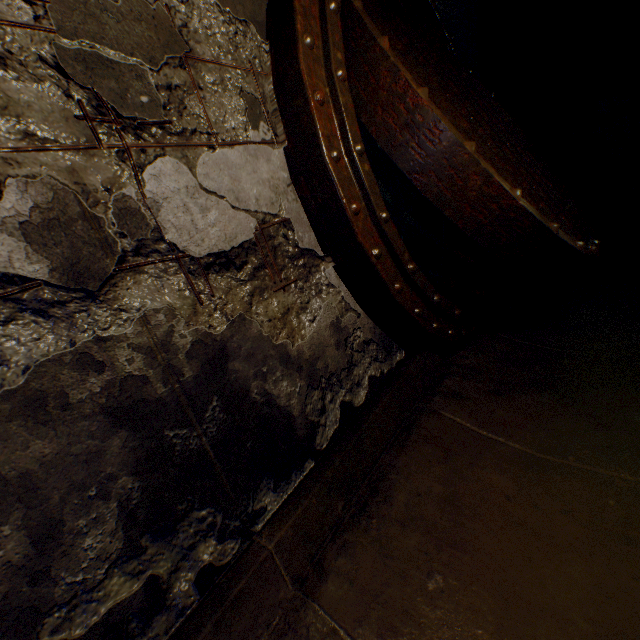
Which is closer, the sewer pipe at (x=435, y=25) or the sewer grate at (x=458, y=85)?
the sewer grate at (x=458, y=85)

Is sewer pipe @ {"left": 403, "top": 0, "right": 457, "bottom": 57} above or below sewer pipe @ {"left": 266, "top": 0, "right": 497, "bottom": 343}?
above

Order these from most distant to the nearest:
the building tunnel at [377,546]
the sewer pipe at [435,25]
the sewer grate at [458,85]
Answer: the sewer pipe at [435,25]
the sewer grate at [458,85]
the building tunnel at [377,546]

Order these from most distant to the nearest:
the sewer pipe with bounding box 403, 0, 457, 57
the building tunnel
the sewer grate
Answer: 1. the sewer pipe with bounding box 403, 0, 457, 57
2. the sewer grate
3. the building tunnel

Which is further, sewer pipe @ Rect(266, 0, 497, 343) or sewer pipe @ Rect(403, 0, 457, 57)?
sewer pipe @ Rect(403, 0, 457, 57)

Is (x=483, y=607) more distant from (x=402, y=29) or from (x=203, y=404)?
(x=402, y=29)

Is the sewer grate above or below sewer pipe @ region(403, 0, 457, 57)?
below

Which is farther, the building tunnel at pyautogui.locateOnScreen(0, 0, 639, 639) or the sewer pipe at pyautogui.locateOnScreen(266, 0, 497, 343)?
the sewer pipe at pyautogui.locateOnScreen(266, 0, 497, 343)
